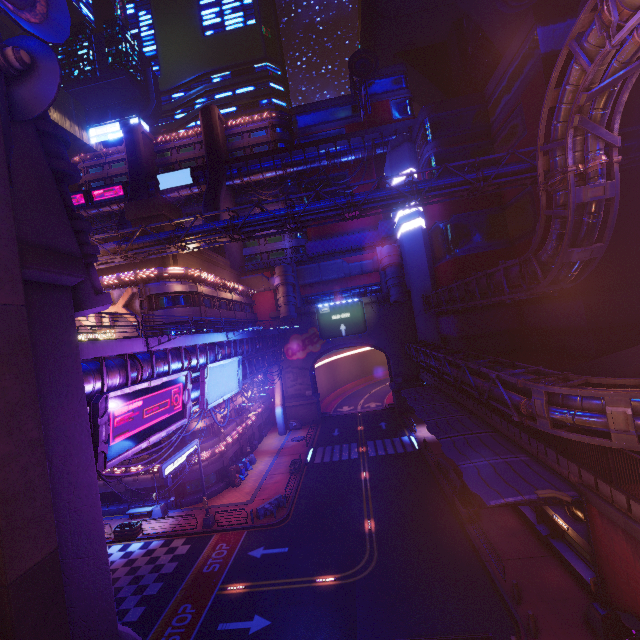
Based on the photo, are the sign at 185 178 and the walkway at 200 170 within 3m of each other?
yes

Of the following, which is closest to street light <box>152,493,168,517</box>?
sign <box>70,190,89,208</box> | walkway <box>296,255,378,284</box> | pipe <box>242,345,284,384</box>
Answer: pipe <box>242,345,284,384</box>

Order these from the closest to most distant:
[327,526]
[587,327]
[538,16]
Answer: [327,526] < [587,327] < [538,16]

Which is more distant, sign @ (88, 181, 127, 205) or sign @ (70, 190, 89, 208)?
sign @ (70, 190, 89, 208)

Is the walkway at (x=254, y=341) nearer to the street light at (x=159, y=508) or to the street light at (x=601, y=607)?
the street light at (x=159, y=508)

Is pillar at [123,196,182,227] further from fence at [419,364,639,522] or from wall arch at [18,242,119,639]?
fence at [419,364,639,522]

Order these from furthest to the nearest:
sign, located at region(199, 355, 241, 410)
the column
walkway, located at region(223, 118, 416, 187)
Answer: walkway, located at region(223, 118, 416, 187) → sign, located at region(199, 355, 241, 410) → the column

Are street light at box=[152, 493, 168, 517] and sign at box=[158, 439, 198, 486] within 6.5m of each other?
yes
